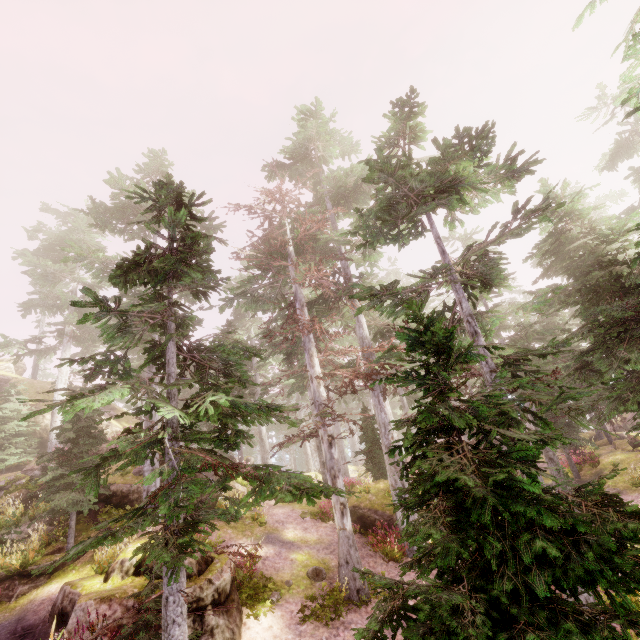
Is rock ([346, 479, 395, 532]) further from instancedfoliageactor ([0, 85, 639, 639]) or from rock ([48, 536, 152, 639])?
rock ([48, 536, 152, 639])

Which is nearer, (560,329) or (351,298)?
(351,298)

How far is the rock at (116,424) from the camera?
26.7m

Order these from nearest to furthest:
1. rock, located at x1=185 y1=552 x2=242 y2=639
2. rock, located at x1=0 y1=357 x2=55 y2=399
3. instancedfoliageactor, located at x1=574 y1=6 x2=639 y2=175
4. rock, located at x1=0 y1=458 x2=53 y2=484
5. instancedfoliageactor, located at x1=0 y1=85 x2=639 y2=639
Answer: instancedfoliageactor, located at x1=0 y1=85 x2=639 y2=639 < rock, located at x1=185 y1=552 x2=242 y2=639 < instancedfoliageactor, located at x1=574 y1=6 x2=639 y2=175 < rock, located at x1=0 y1=458 x2=53 y2=484 < rock, located at x1=0 y1=357 x2=55 y2=399

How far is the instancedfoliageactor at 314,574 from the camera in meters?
12.3

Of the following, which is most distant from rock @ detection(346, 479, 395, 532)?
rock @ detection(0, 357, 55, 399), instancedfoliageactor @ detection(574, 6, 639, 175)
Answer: rock @ detection(0, 357, 55, 399)
